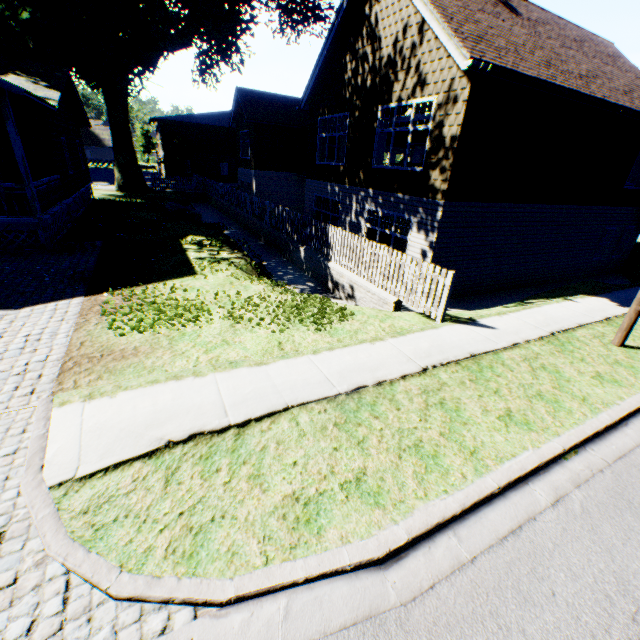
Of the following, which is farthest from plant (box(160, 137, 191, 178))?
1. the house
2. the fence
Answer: the house

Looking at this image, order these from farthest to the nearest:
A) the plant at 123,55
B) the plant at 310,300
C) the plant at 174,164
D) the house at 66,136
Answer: the plant at 174,164
the plant at 123,55
the house at 66,136
the plant at 310,300

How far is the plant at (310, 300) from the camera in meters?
7.1 m

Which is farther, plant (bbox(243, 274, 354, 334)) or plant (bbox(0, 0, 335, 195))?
plant (bbox(0, 0, 335, 195))

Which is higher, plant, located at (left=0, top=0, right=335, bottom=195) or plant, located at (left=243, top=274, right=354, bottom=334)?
plant, located at (left=0, top=0, right=335, bottom=195)

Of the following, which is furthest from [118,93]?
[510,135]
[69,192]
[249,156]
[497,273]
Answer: [497,273]

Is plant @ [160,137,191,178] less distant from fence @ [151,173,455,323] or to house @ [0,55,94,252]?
fence @ [151,173,455,323]
